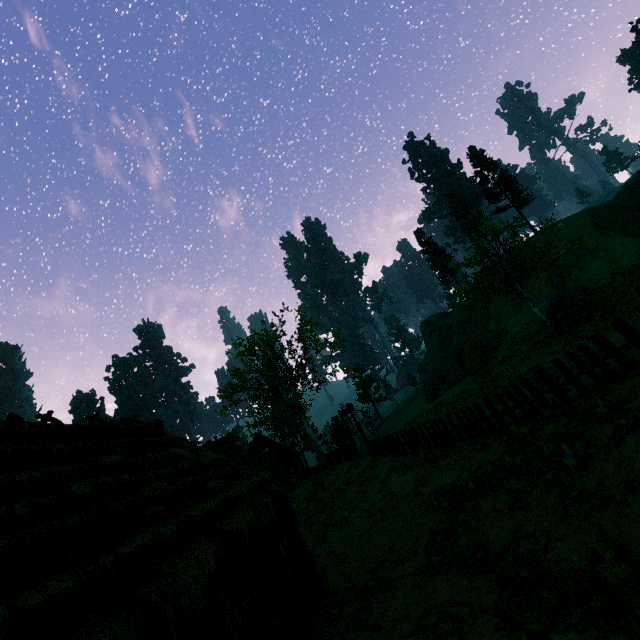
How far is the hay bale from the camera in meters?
30.1 m

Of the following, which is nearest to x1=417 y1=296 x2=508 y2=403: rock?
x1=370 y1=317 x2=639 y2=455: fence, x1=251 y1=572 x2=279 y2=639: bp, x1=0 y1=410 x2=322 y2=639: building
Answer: x1=0 y1=410 x2=322 y2=639: building

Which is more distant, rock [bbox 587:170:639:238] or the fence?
rock [bbox 587:170:639:238]

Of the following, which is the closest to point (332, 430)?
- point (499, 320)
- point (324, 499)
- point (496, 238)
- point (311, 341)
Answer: point (311, 341)

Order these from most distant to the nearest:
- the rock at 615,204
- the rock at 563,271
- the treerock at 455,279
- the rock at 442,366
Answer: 1. the rock at 442,366
2. the rock at 563,271
3. the rock at 615,204
4. the treerock at 455,279

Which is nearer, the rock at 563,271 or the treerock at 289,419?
the treerock at 289,419

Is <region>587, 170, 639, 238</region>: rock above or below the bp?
above

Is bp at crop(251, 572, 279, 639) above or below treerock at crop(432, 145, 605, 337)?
below
